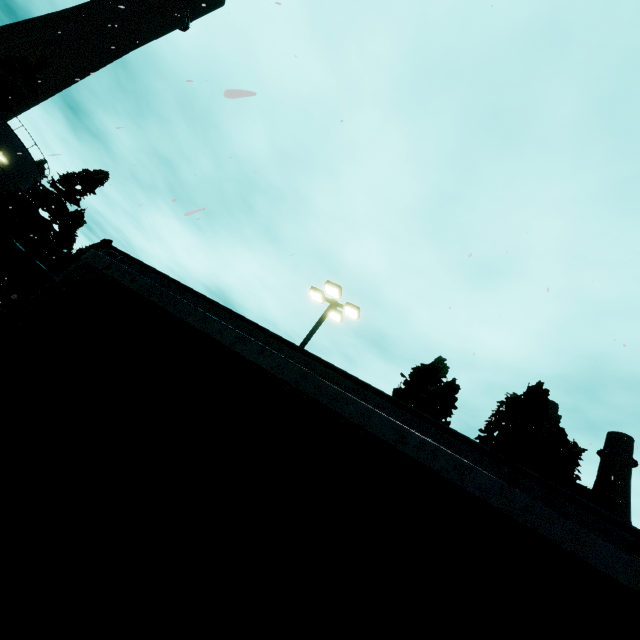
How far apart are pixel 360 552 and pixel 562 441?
25.0m

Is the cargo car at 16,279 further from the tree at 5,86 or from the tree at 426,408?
the tree at 426,408

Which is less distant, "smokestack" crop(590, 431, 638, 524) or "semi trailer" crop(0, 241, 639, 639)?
"semi trailer" crop(0, 241, 639, 639)

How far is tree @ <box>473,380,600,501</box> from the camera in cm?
1476

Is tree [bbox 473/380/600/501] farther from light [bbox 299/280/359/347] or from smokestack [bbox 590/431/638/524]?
smokestack [bbox 590/431/638/524]

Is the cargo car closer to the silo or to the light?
the silo

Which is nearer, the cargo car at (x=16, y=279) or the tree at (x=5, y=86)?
the cargo car at (x=16, y=279)

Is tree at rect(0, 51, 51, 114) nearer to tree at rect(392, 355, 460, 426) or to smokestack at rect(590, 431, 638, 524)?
tree at rect(392, 355, 460, 426)
